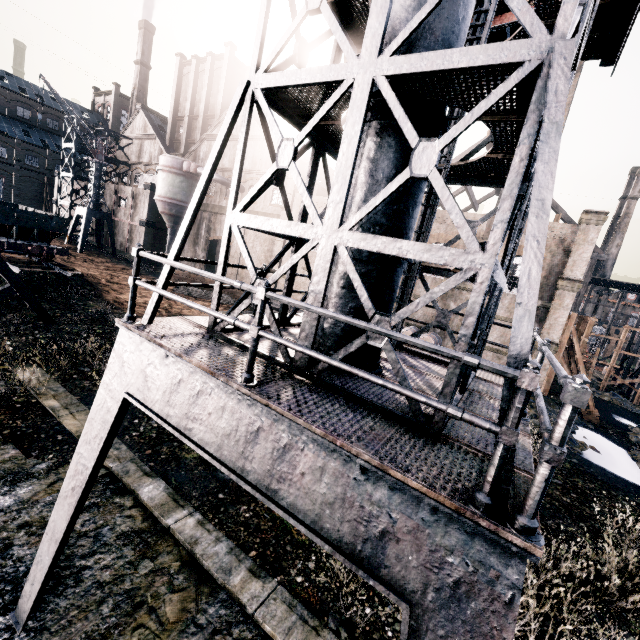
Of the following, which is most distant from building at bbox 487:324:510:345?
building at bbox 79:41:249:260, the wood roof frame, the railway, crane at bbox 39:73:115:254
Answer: the railway

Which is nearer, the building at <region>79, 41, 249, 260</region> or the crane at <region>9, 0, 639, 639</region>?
the crane at <region>9, 0, 639, 639</region>

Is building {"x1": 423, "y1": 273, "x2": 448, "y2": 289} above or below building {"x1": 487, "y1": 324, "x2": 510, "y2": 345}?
above

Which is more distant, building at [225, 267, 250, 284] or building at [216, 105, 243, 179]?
building at [225, 267, 250, 284]

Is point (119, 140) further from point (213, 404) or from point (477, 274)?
point (477, 274)

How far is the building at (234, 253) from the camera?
39.03m

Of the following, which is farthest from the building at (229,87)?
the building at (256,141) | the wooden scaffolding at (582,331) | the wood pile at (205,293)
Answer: the building at (256,141)

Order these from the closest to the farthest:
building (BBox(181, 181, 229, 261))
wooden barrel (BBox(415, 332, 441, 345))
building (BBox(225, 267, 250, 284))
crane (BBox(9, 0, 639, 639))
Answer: crane (BBox(9, 0, 639, 639))
wooden barrel (BBox(415, 332, 441, 345))
building (BBox(225, 267, 250, 284))
building (BBox(181, 181, 229, 261))
